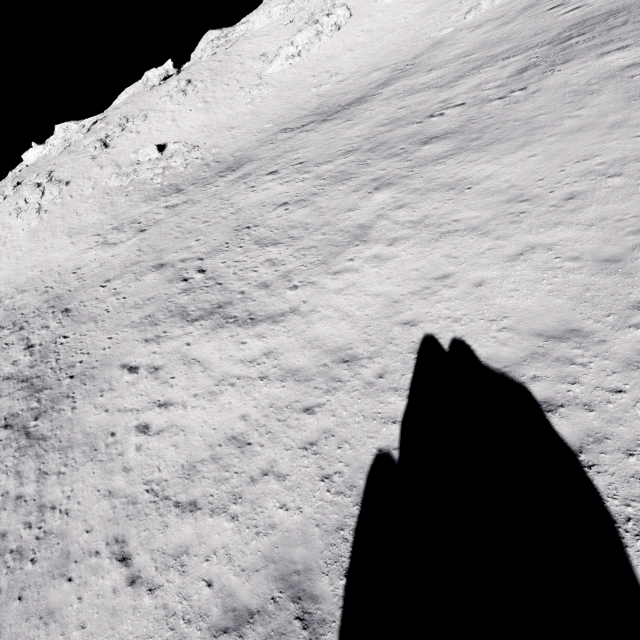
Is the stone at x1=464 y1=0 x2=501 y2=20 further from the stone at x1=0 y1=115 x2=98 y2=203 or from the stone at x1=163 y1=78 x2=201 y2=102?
the stone at x1=0 y1=115 x2=98 y2=203

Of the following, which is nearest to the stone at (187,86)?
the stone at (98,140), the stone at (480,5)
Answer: the stone at (98,140)

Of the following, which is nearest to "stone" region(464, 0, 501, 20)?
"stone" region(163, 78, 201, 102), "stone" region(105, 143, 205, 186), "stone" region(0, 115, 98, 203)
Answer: "stone" region(105, 143, 205, 186)

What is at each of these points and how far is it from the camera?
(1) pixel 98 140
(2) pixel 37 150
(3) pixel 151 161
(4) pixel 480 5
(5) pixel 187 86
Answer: (1) stone, 39.0m
(2) stone, 48.9m
(3) stone, 33.9m
(4) stone, 29.5m
(5) stone, 42.1m

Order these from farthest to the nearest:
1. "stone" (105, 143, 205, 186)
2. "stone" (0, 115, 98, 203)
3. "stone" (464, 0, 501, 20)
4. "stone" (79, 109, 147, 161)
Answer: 1. "stone" (0, 115, 98, 203)
2. "stone" (79, 109, 147, 161)
3. "stone" (105, 143, 205, 186)
4. "stone" (464, 0, 501, 20)

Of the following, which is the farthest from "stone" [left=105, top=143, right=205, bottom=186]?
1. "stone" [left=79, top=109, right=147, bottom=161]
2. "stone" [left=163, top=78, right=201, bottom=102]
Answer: "stone" [left=163, top=78, right=201, bottom=102]

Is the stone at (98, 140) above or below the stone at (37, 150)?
below

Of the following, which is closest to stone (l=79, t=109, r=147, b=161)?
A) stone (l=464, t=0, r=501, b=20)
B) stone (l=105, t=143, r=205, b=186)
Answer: stone (l=105, t=143, r=205, b=186)
